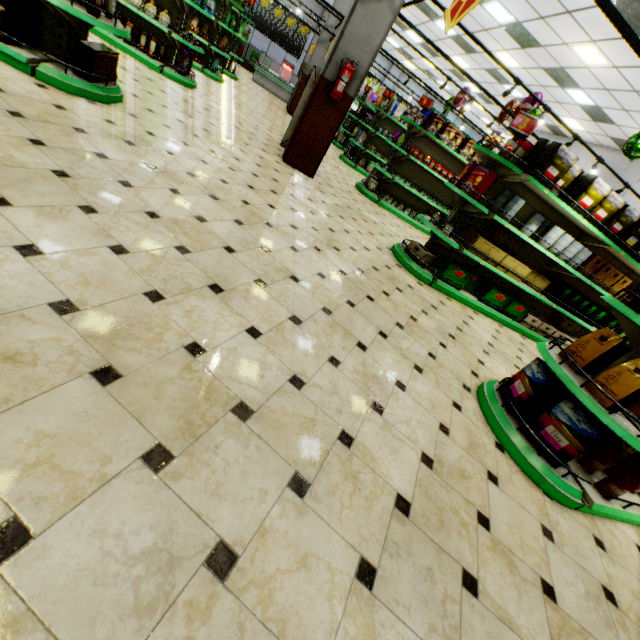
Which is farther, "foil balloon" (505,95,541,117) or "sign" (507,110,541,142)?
"foil balloon" (505,95,541,117)

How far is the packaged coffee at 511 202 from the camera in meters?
4.5

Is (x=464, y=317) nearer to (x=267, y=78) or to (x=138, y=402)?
(x=138, y=402)

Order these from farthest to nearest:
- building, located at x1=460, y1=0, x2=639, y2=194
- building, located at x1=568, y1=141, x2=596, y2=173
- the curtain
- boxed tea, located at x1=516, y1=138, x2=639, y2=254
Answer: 1. the curtain
2. building, located at x1=568, y1=141, x2=596, y2=173
3. building, located at x1=460, y1=0, x2=639, y2=194
4. boxed tea, located at x1=516, y1=138, x2=639, y2=254

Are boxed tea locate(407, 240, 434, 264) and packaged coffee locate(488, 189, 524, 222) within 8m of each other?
yes

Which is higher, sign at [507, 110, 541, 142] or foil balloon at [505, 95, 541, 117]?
foil balloon at [505, 95, 541, 117]

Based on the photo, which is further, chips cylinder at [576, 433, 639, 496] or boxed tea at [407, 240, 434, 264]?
boxed tea at [407, 240, 434, 264]

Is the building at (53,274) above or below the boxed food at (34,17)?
below
